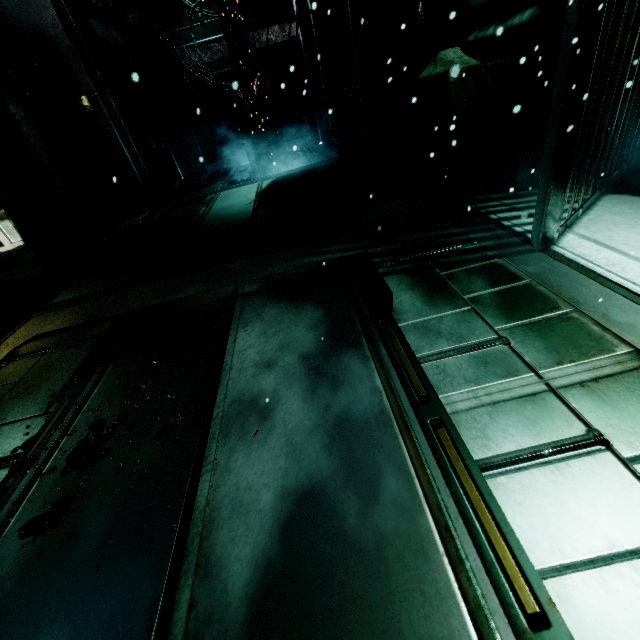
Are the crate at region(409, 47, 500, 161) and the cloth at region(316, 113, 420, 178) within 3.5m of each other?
yes

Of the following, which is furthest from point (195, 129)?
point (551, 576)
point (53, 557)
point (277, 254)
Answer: point (551, 576)

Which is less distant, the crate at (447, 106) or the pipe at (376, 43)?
the crate at (447, 106)

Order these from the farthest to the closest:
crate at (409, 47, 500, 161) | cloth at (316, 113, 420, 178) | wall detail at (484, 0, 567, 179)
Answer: cloth at (316, 113, 420, 178) → crate at (409, 47, 500, 161) → wall detail at (484, 0, 567, 179)

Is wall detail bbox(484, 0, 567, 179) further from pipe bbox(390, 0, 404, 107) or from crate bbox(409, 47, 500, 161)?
pipe bbox(390, 0, 404, 107)

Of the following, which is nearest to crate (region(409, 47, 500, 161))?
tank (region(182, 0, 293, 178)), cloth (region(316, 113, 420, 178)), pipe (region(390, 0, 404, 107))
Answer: cloth (region(316, 113, 420, 178))

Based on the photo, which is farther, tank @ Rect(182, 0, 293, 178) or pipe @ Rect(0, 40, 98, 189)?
tank @ Rect(182, 0, 293, 178)

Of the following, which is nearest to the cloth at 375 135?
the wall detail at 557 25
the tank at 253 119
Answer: the wall detail at 557 25
